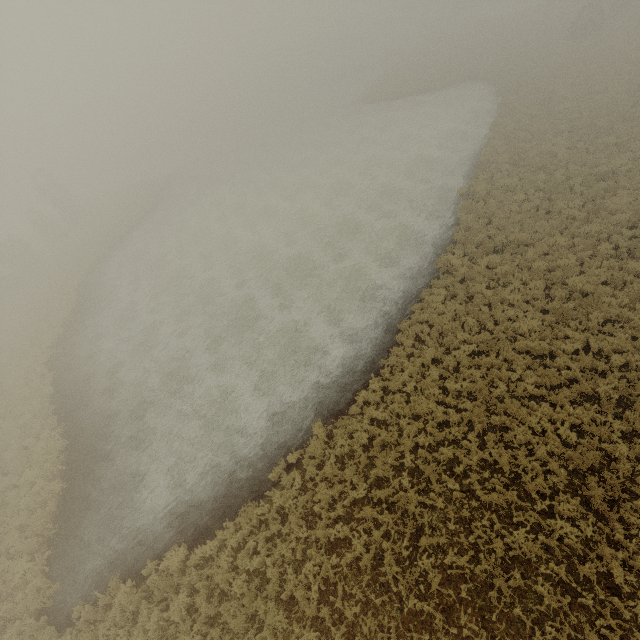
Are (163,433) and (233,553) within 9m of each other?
yes
